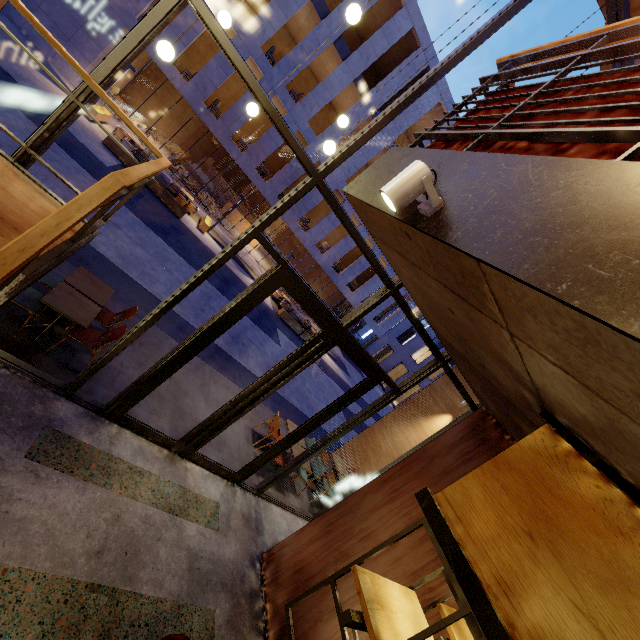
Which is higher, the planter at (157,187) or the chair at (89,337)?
the chair at (89,337)

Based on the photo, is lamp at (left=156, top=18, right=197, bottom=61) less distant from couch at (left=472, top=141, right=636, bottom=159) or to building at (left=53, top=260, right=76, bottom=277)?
building at (left=53, top=260, right=76, bottom=277)

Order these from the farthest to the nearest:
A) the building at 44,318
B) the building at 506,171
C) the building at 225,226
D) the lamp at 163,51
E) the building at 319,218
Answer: the building at 319,218 → the building at 225,226 → the building at 44,318 → the lamp at 163,51 → the building at 506,171

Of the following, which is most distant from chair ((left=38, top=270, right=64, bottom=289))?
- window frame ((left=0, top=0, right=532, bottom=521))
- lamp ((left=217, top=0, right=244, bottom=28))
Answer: lamp ((left=217, top=0, right=244, bottom=28))

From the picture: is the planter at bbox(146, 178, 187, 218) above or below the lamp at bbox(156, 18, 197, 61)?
below

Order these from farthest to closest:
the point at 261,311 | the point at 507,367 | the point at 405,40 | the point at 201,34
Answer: the point at 201,34 → the point at 405,40 → the point at 261,311 → the point at 507,367

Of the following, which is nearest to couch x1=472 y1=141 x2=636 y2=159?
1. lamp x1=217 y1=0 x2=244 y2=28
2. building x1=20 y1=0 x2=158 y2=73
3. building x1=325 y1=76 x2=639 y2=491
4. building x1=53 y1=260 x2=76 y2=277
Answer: building x1=325 y1=76 x2=639 y2=491

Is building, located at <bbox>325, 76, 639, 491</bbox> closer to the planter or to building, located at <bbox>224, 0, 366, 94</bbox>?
the planter
